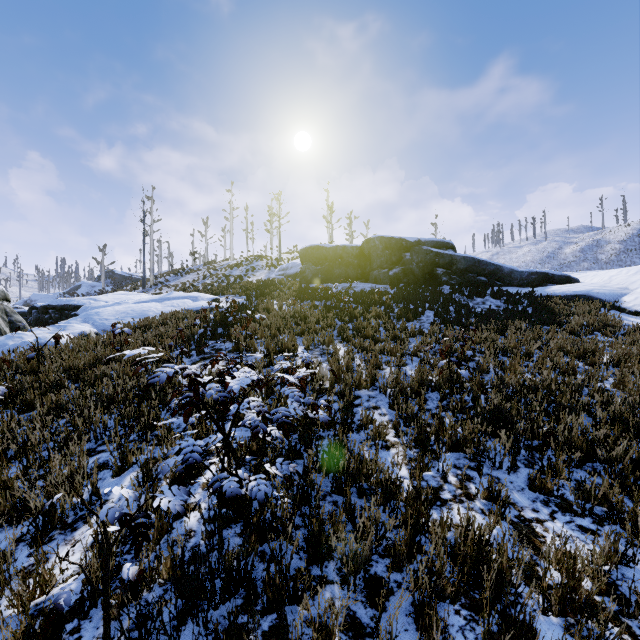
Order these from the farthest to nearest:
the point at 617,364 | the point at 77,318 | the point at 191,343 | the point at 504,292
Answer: the point at 504,292 < the point at 77,318 < the point at 191,343 < the point at 617,364

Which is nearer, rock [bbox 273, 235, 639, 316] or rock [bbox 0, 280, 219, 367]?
rock [bbox 0, 280, 219, 367]

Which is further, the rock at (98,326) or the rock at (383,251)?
the rock at (383,251)
